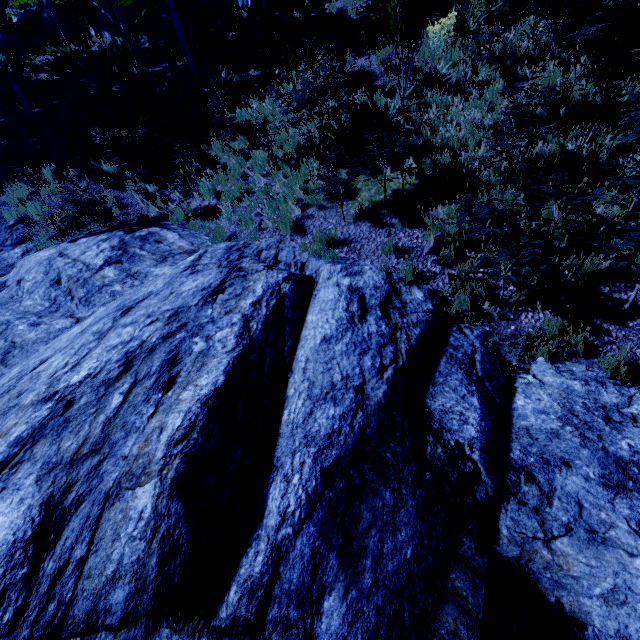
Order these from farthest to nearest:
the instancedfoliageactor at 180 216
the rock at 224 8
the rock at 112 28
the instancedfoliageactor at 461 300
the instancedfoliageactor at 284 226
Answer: the rock at 112 28
the rock at 224 8
the instancedfoliageactor at 180 216
the instancedfoliageactor at 284 226
the instancedfoliageactor at 461 300

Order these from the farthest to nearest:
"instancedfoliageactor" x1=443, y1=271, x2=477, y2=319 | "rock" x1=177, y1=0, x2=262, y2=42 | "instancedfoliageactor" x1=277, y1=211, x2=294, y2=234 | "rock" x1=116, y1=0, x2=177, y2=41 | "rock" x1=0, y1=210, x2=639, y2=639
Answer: "rock" x1=116, y1=0, x2=177, y2=41 < "rock" x1=177, y1=0, x2=262, y2=42 < "instancedfoliageactor" x1=277, y1=211, x2=294, y2=234 < "instancedfoliageactor" x1=443, y1=271, x2=477, y2=319 < "rock" x1=0, y1=210, x2=639, y2=639

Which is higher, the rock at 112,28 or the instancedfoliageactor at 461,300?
the rock at 112,28

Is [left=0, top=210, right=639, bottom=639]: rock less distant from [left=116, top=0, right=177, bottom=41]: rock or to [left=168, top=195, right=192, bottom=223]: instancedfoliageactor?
[left=168, top=195, right=192, bottom=223]: instancedfoliageactor

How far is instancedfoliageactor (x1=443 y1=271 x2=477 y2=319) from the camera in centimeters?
474cm

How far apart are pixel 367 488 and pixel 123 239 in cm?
790

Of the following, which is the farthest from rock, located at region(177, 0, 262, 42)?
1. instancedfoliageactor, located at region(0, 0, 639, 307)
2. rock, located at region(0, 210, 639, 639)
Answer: rock, located at region(0, 210, 639, 639)
